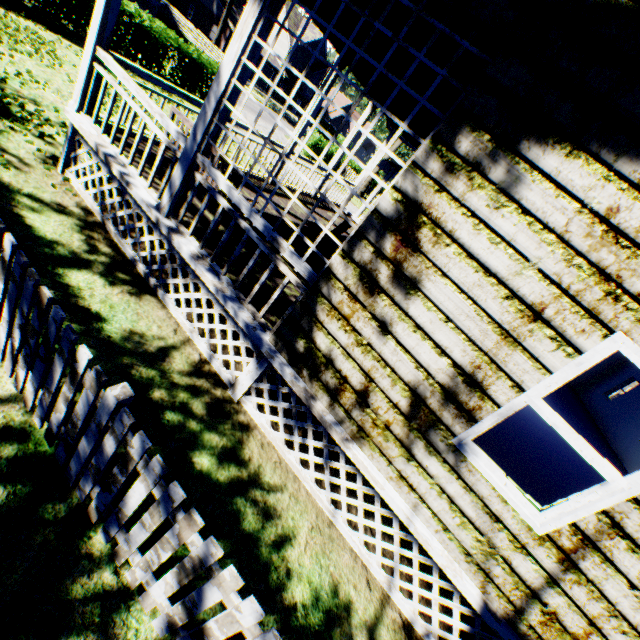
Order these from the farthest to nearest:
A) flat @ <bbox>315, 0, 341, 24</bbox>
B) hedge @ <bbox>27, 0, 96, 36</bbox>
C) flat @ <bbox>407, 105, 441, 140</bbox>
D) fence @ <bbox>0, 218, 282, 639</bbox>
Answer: hedge @ <bbox>27, 0, 96, 36</bbox>, flat @ <bbox>407, 105, 441, 140</bbox>, flat @ <bbox>315, 0, 341, 24</bbox>, fence @ <bbox>0, 218, 282, 639</bbox>

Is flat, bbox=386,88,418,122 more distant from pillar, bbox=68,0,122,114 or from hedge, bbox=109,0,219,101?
hedge, bbox=109,0,219,101

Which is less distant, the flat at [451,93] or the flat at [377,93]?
the flat at [451,93]

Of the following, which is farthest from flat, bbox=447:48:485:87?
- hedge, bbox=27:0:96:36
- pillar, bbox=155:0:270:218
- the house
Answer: hedge, bbox=27:0:96:36

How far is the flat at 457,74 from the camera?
2.9 meters

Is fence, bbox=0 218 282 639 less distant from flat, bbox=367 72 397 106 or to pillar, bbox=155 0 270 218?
pillar, bbox=155 0 270 218

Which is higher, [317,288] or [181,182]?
[317,288]
